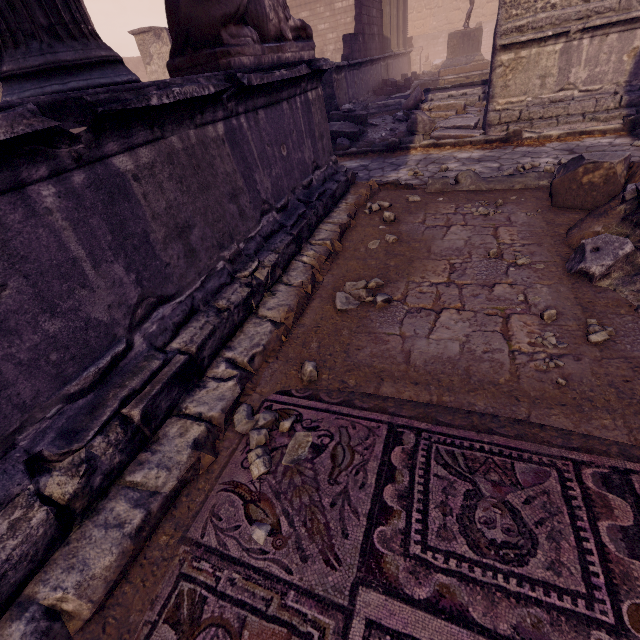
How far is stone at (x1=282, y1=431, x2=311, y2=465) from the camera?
1.7 meters

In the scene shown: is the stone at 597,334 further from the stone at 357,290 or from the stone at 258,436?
the stone at 258,436

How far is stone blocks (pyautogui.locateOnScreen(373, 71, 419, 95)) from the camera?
11.31m

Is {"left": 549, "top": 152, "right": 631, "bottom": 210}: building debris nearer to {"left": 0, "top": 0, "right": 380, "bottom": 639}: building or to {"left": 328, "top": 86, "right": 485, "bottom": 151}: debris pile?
{"left": 0, "top": 0, "right": 380, "bottom": 639}: building

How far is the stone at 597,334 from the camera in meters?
2.0

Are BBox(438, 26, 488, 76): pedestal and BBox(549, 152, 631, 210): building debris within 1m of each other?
no

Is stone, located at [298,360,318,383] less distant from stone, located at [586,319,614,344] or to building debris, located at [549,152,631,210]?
stone, located at [586,319,614,344]

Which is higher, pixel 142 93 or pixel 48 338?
pixel 142 93
